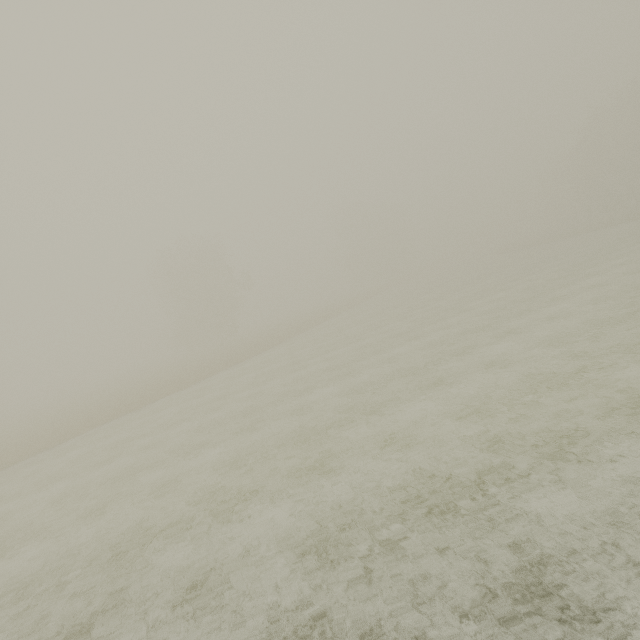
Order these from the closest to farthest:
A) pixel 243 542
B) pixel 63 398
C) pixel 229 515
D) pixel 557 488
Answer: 1. pixel 557 488
2. pixel 243 542
3. pixel 229 515
4. pixel 63 398
